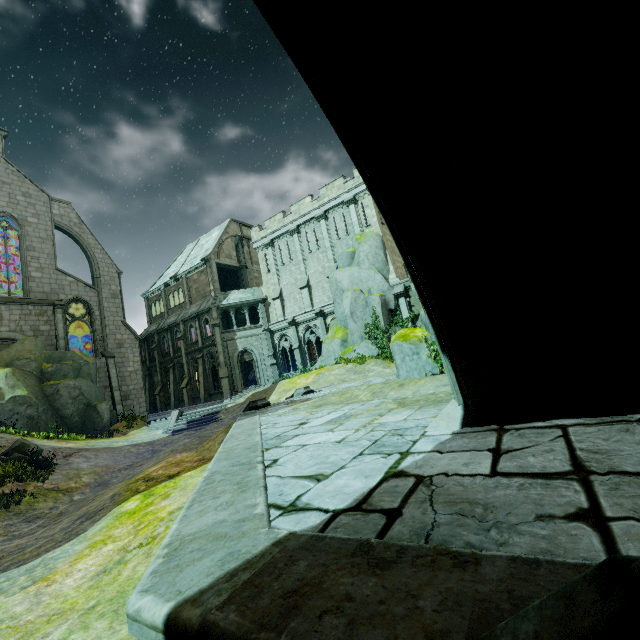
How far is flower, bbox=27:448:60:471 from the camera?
12.82m

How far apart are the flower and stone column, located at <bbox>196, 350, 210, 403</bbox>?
17.12m

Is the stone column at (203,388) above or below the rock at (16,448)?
above

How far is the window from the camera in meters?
30.8

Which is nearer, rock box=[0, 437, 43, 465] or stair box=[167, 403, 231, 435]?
rock box=[0, 437, 43, 465]

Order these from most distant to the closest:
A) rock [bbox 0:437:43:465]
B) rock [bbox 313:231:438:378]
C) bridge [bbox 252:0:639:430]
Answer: rock [bbox 0:437:43:465]
rock [bbox 313:231:438:378]
bridge [bbox 252:0:639:430]

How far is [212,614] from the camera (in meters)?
1.33

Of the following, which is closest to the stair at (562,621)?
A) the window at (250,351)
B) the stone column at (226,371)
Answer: the stone column at (226,371)
